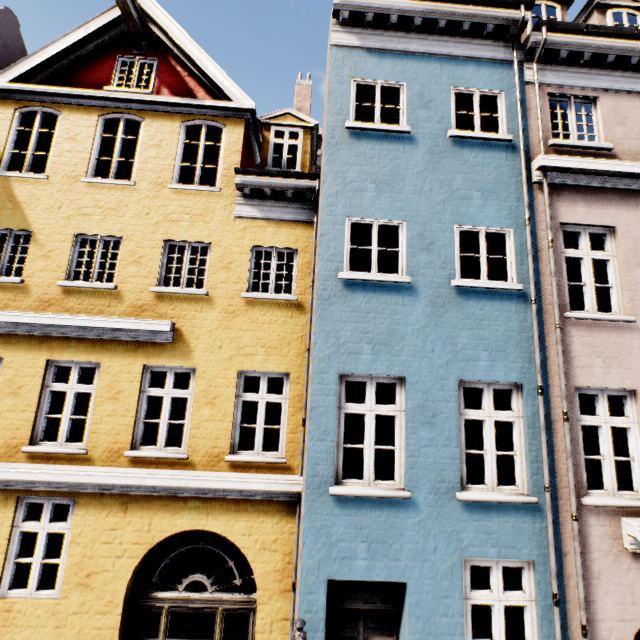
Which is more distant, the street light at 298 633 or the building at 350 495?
the building at 350 495

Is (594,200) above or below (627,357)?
above

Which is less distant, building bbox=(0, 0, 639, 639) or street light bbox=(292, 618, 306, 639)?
street light bbox=(292, 618, 306, 639)
